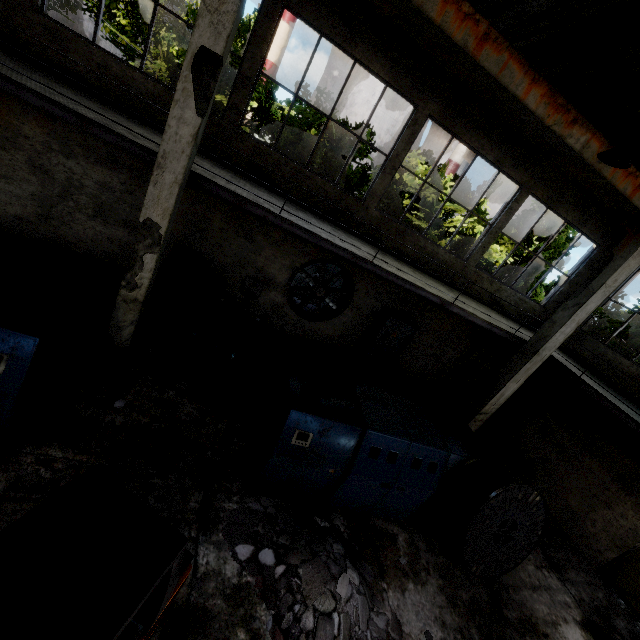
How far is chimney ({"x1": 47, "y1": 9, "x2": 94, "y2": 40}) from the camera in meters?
48.3 m

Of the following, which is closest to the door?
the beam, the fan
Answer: the beam

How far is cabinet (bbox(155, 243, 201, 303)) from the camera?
8.73m

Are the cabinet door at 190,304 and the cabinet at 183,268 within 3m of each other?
yes

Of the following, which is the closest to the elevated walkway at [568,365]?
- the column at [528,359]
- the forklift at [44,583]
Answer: the column at [528,359]

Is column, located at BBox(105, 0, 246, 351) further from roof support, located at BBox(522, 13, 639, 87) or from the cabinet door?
roof support, located at BBox(522, 13, 639, 87)

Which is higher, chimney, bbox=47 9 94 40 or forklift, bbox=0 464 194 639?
chimney, bbox=47 9 94 40

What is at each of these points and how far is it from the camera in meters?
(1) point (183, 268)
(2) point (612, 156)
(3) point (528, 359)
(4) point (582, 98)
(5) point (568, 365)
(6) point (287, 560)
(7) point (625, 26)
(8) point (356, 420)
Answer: (1) cabinet, 9.0
(2) roof support, 4.7
(3) column, 8.9
(4) roof support, 5.5
(5) elevated walkway, 9.2
(6) concrete debris, 4.9
(7) roof support, 5.2
(8) cable machine, 6.0
